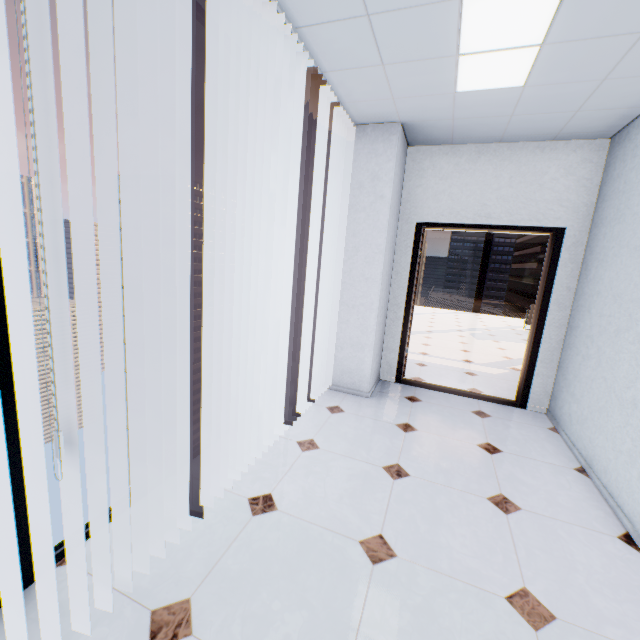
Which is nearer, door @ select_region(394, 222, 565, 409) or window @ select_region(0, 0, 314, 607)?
window @ select_region(0, 0, 314, 607)

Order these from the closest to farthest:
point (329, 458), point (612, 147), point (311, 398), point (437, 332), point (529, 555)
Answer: point (529, 555)
point (329, 458)
point (612, 147)
point (311, 398)
point (437, 332)

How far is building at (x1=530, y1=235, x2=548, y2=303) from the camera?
57.91m

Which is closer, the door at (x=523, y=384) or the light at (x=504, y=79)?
the light at (x=504, y=79)

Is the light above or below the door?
above

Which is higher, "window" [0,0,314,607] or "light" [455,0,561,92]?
"light" [455,0,561,92]

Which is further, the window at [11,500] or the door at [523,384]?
the door at [523,384]

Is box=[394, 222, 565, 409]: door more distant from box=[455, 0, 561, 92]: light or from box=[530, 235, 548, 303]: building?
box=[530, 235, 548, 303]: building
